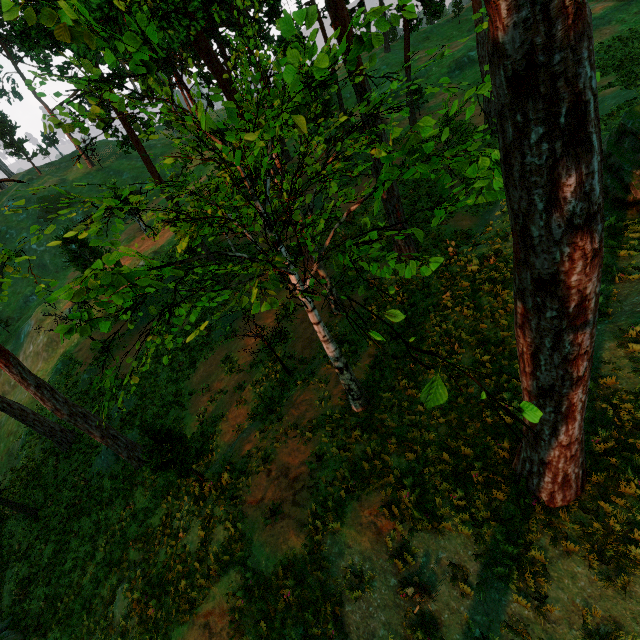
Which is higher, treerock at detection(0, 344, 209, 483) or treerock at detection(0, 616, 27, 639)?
treerock at detection(0, 344, 209, 483)

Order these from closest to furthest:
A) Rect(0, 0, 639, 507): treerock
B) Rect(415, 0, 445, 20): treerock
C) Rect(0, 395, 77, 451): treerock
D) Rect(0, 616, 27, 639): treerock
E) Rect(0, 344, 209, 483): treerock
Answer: Rect(0, 0, 639, 507): treerock < Rect(0, 344, 209, 483): treerock < Rect(0, 616, 27, 639): treerock < Rect(0, 395, 77, 451): treerock < Rect(415, 0, 445, 20): treerock

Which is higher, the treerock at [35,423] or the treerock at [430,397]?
the treerock at [430,397]

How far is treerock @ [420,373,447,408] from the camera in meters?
3.1

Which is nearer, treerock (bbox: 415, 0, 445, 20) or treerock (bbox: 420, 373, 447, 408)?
treerock (bbox: 420, 373, 447, 408)

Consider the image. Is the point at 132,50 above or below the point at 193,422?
above

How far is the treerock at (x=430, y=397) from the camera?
3.1m
